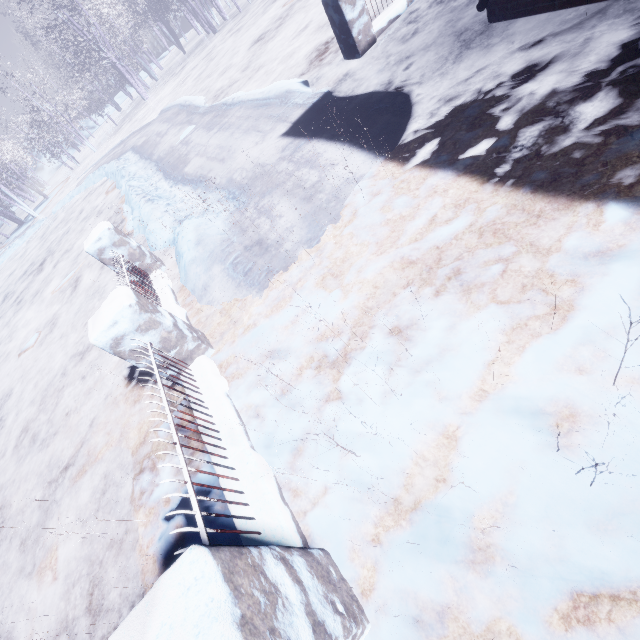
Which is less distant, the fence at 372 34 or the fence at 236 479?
the fence at 236 479

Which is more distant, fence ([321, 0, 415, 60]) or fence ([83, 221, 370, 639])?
fence ([321, 0, 415, 60])

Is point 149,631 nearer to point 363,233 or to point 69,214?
point 363,233
